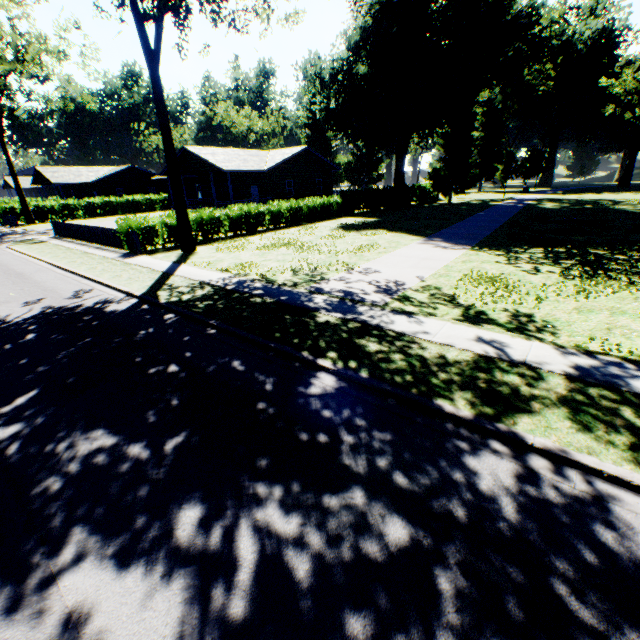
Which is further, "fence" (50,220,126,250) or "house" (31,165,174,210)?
"house" (31,165,174,210)

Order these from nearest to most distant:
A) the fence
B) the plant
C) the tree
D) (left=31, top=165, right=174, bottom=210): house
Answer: the tree → the fence → the plant → (left=31, top=165, right=174, bottom=210): house

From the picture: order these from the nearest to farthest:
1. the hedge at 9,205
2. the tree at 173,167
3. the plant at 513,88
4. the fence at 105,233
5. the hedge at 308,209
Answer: the tree at 173,167
the fence at 105,233
the hedge at 308,209
the plant at 513,88
the hedge at 9,205

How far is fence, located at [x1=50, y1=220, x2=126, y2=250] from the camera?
19.0m

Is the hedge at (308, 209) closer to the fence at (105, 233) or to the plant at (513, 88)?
the fence at (105, 233)

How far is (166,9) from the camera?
12.6 meters

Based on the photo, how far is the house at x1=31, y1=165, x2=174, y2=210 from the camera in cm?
4425

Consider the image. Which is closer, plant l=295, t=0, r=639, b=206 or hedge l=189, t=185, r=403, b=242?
hedge l=189, t=185, r=403, b=242
